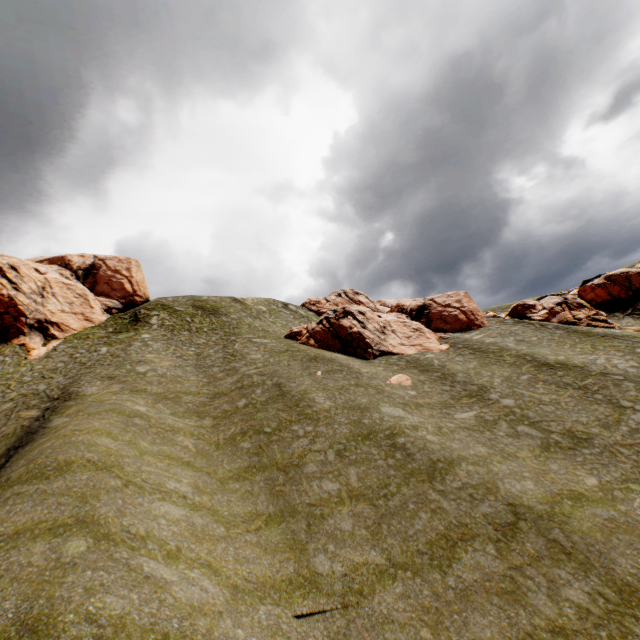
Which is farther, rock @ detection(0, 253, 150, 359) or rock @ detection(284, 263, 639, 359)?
rock @ detection(284, 263, 639, 359)

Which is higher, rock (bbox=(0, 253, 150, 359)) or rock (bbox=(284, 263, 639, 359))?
rock (bbox=(0, 253, 150, 359))

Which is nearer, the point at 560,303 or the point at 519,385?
the point at 519,385

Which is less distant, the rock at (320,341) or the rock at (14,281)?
the rock at (14,281)

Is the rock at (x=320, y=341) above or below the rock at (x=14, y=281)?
below
